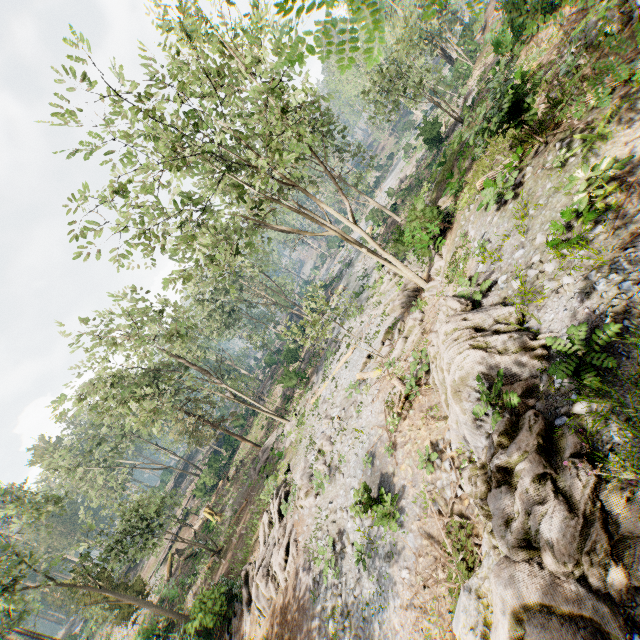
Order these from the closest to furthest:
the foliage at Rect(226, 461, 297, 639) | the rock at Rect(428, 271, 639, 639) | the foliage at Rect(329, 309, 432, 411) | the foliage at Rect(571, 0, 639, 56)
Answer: the foliage at Rect(571, 0, 639, 56) → the rock at Rect(428, 271, 639, 639) → the foliage at Rect(329, 309, 432, 411) → the foliage at Rect(226, 461, 297, 639)

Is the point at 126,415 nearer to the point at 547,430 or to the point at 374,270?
the point at 374,270

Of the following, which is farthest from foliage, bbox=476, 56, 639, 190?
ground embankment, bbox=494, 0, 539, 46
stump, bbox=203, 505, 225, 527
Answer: stump, bbox=203, 505, 225, 527

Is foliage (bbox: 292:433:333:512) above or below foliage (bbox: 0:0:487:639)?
below

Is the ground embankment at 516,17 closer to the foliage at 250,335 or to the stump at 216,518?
the foliage at 250,335

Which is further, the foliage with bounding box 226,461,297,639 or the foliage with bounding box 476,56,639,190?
the foliage with bounding box 226,461,297,639

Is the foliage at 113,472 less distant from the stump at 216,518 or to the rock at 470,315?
the rock at 470,315

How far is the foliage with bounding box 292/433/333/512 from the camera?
17.75m
